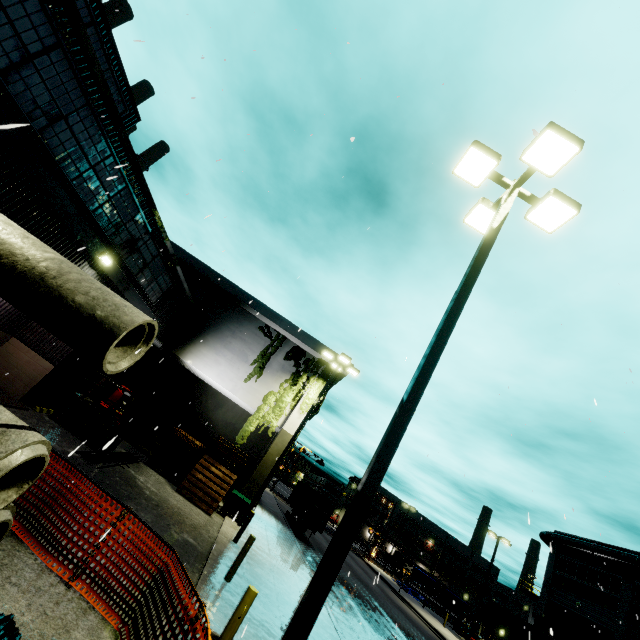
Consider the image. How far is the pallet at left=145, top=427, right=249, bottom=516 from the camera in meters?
14.5

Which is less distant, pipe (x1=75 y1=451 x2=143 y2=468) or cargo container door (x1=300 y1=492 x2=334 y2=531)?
pipe (x1=75 y1=451 x2=143 y2=468)

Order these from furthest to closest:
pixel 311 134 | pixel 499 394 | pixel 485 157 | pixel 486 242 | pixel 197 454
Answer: pixel 197 454 → pixel 499 394 → pixel 311 134 → pixel 485 157 → pixel 486 242

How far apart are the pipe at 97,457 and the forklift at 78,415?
0.1 meters

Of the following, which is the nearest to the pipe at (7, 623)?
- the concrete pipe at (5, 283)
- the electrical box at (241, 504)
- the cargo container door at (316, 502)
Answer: the concrete pipe at (5, 283)

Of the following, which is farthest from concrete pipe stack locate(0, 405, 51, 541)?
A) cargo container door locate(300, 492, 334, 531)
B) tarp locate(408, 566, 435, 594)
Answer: tarp locate(408, 566, 435, 594)

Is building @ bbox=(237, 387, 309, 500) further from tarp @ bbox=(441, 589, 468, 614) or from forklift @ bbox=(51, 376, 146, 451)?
tarp @ bbox=(441, 589, 468, 614)

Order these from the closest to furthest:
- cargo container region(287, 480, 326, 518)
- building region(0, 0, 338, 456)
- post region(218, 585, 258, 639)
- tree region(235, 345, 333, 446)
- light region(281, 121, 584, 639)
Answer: light region(281, 121, 584, 639)
post region(218, 585, 258, 639)
building region(0, 0, 338, 456)
tree region(235, 345, 333, 446)
cargo container region(287, 480, 326, 518)
